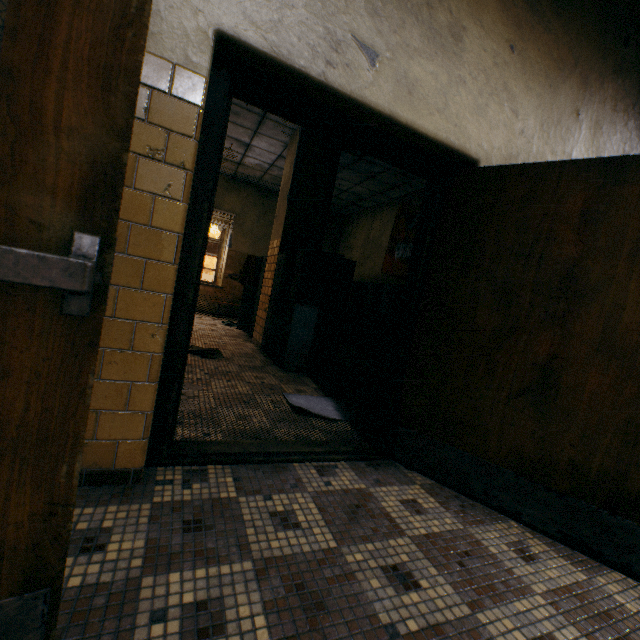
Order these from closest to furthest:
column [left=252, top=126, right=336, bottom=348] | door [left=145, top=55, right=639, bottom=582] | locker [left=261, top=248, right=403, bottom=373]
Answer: door [left=145, top=55, right=639, bottom=582], locker [left=261, top=248, right=403, bottom=373], column [left=252, top=126, right=336, bottom=348]

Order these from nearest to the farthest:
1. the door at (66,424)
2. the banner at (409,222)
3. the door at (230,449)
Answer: the door at (66,424), the door at (230,449), the banner at (409,222)

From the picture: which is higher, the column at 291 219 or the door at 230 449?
the column at 291 219

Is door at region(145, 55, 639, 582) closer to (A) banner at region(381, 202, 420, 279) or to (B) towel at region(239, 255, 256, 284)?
(A) banner at region(381, 202, 420, 279)

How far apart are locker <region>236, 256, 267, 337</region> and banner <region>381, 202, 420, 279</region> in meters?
2.1 m

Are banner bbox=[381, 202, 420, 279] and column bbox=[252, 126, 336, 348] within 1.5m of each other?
no

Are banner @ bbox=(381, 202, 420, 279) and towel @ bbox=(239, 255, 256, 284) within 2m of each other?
no

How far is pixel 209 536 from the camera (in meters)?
1.38
